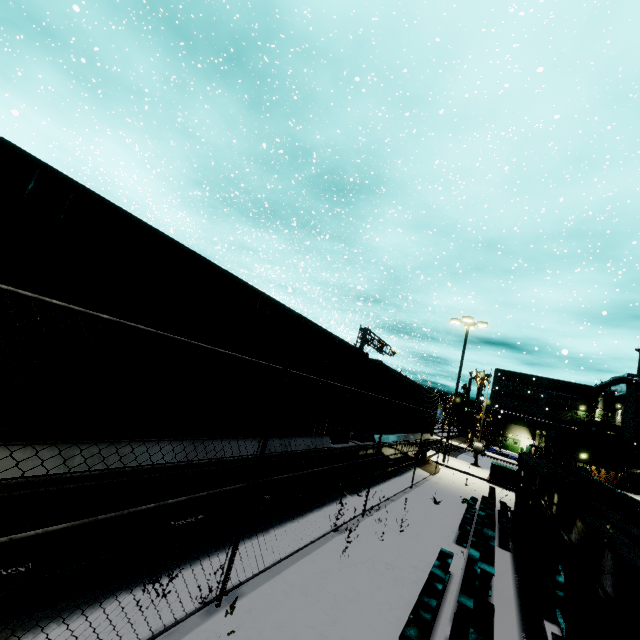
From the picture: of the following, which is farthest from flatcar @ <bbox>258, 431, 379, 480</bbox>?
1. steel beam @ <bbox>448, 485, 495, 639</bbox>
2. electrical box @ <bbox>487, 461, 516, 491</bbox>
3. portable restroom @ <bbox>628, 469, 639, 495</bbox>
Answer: portable restroom @ <bbox>628, 469, 639, 495</bbox>

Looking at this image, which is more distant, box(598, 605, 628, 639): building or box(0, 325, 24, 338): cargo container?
box(598, 605, 628, 639): building

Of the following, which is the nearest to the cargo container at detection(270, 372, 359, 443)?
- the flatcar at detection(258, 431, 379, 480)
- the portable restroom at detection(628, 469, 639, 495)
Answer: the flatcar at detection(258, 431, 379, 480)

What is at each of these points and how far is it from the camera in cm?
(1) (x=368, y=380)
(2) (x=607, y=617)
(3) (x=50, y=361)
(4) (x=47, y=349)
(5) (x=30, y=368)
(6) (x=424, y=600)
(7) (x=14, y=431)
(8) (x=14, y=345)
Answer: (1) cargo container door, 1052
(2) building, 518
(3) cargo container, 301
(4) cargo container, 298
(5) cargo container, 287
(6) steel beam, 477
(7) cargo container, 285
(8) cargo container, 278

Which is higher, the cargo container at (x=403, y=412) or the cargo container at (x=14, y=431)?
the cargo container at (x=403, y=412)

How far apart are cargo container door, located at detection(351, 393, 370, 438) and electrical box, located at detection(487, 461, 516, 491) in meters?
13.6 m

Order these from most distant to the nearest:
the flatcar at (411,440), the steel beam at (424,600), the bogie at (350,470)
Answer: the flatcar at (411,440)
the bogie at (350,470)
the steel beam at (424,600)

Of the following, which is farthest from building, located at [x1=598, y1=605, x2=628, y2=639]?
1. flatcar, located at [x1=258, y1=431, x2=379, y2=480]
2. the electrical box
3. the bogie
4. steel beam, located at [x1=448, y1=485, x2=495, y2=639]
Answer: the bogie
